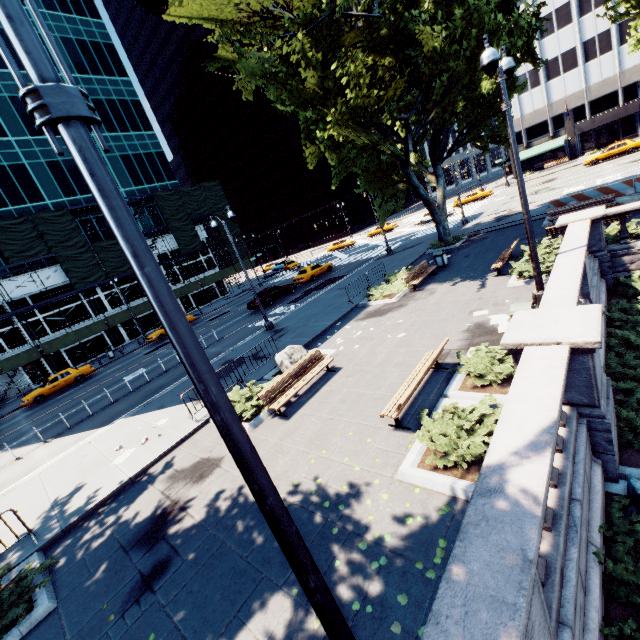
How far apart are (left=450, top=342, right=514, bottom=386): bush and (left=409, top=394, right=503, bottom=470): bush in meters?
0.6

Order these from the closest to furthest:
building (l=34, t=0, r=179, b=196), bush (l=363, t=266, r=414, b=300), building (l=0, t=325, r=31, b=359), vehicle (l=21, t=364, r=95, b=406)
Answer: bush (l=363, t=266, r=414, b=300) → vehicle (l=21, t=364, r=95, b=406) → building (l=0, t=325, r=31, b=359) → building (l=34, t=0, r=179, b=196)

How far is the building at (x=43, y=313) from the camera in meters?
33.4 m

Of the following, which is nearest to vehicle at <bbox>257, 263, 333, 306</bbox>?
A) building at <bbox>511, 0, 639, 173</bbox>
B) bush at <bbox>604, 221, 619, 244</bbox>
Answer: bush at <bbox>604, 221, 619, 244</bbox>

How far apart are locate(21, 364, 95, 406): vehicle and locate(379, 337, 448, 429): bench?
29.9m

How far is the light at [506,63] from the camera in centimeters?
762cm

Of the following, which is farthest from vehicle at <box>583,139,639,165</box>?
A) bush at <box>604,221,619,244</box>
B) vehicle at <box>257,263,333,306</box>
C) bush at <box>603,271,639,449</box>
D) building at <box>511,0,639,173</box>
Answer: vehicle at <box>257,263,333,306</box>

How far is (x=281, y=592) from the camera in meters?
4.9 m
